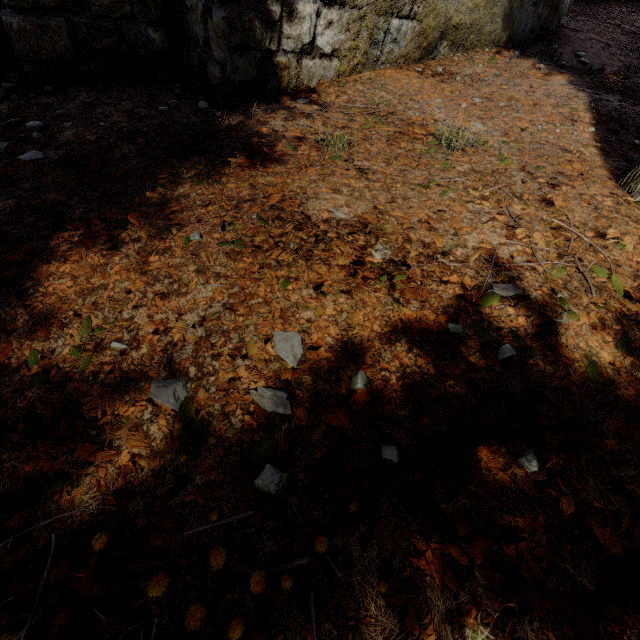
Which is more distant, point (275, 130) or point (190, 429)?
point (275, 130)
